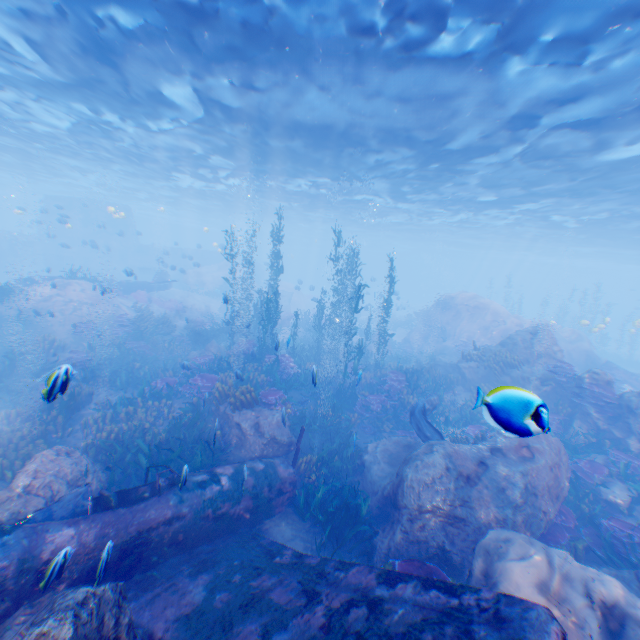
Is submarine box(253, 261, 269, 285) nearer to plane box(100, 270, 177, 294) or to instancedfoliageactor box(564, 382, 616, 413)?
plane box(100, 270, 177, 294)

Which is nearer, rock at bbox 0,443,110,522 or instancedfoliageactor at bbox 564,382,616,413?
rock at bbox 0,443,110,522

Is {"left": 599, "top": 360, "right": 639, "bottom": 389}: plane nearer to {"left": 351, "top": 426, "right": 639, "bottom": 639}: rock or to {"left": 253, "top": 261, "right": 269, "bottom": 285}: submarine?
{"left": 351, "top": 426, "right": 639, "bottom": 639}: rock

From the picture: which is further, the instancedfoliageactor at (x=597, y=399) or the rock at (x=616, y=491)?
the instancedfoliageactor at (x=597, y=399)

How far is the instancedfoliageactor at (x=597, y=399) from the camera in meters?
12.1

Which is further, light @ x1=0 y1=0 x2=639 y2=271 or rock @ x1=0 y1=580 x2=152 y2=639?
light @ x1=0 y1=0 x2=639 y2=271

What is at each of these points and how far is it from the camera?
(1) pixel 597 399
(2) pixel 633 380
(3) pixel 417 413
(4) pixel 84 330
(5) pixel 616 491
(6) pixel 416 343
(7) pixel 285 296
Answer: (1) instancedfoliageactor, 12.3 meters
(2) plane, 19.5 meters
(3) eel, 10.9 meters
(4) instancedfoliageactor, 16.4 meters
(5) rock, 9.8 meters
(6) rock, 27.8 meters
(7) rock, 37.4 meters

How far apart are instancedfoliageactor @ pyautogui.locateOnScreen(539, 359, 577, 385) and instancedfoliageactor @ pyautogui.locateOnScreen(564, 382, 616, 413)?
0.5m
